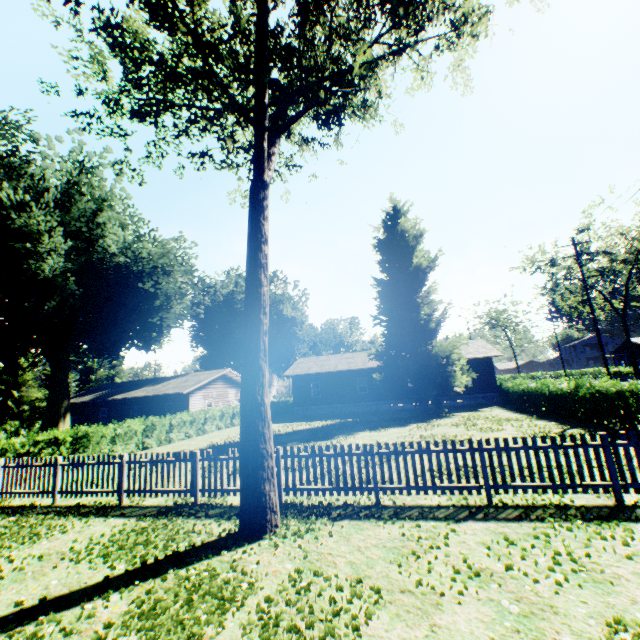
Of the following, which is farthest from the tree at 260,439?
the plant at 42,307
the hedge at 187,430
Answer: the plant at 42,307

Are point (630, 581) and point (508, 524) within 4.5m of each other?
yes

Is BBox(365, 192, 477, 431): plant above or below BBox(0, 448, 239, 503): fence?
above

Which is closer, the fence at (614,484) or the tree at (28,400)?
the fence at (614,484)

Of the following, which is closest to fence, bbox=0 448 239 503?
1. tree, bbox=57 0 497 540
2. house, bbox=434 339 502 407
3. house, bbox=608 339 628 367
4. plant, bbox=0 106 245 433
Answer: plant, bbox=0 106 245 433

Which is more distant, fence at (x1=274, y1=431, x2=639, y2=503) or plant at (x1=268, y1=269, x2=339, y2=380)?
plant at (x1=268, y1=269, x2=339, y2=380)

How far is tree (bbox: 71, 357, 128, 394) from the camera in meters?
49.1 m

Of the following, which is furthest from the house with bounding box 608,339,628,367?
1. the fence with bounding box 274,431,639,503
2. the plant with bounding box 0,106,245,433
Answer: the fence with bounding box 274,431,639,503
